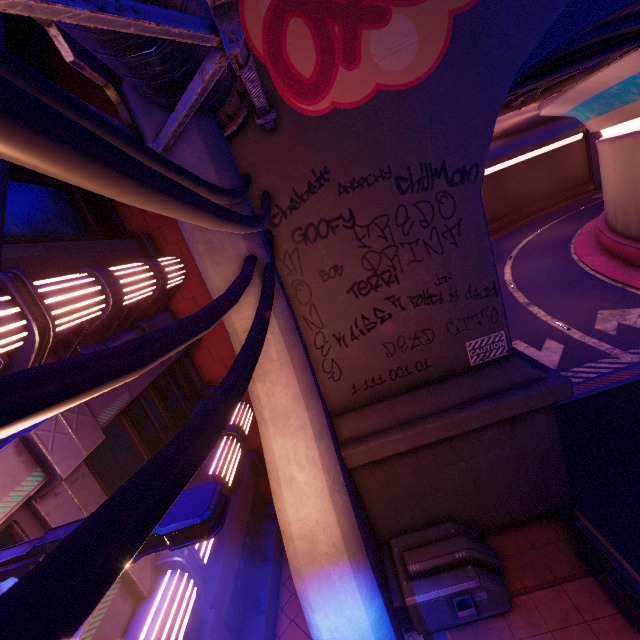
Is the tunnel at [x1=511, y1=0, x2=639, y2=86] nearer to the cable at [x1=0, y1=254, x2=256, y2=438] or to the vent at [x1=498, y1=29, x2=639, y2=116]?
the vent at [x1=498, y1=29, x2=639, y2=116]

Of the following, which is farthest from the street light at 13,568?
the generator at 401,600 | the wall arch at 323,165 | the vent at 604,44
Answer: the vent at 604,44

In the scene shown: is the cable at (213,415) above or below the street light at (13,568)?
above

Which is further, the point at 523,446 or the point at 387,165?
the point at 523,446

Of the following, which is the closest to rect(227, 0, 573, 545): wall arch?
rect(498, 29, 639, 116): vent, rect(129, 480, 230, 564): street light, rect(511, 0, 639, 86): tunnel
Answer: rect(511, 0, 639, 86): tunnel

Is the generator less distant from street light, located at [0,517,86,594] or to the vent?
street light, located at [0,517,86,594]

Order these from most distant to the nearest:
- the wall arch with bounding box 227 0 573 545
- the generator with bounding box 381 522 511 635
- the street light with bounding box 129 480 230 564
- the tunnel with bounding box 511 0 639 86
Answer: the tunnel with bounding box 511 0 639 86, the generator with bounding box 381 522 511 635, the wall arch with bounding box 227 0 573 545, the street light with bounding box 129 480 230 564

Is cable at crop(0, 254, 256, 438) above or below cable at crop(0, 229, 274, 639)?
above
